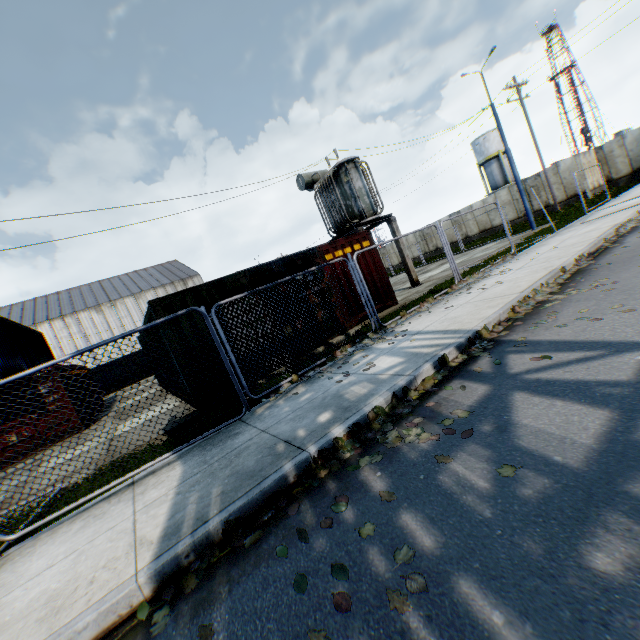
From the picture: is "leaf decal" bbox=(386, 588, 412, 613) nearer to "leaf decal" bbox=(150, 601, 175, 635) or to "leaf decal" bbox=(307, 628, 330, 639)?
"leaf decal" bbox=(307, 628, 330, 639)

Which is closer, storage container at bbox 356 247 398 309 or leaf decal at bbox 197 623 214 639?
leaf decal at bbox 197 623 214 639

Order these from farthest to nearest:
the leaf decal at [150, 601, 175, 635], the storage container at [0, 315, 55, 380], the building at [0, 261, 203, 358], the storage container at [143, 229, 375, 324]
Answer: the building at [0, 261, 203, 358] → the storage container at [0, 315, 55, 380] → the storage container at [143, 229, 375, 324] → the leaf decal at [150, 601, 175, 635]

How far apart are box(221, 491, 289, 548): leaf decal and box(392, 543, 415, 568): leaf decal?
1.2m

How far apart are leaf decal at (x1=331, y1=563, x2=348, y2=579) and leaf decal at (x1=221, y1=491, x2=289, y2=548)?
0.9 meters

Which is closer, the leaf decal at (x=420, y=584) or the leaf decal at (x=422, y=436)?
the leaf decal at (x=420, y=584)

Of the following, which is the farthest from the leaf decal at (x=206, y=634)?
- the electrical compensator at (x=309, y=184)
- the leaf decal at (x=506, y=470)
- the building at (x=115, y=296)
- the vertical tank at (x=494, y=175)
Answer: the vertical tank at (x=494, y=175)

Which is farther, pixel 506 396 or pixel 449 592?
pixel 506 396
